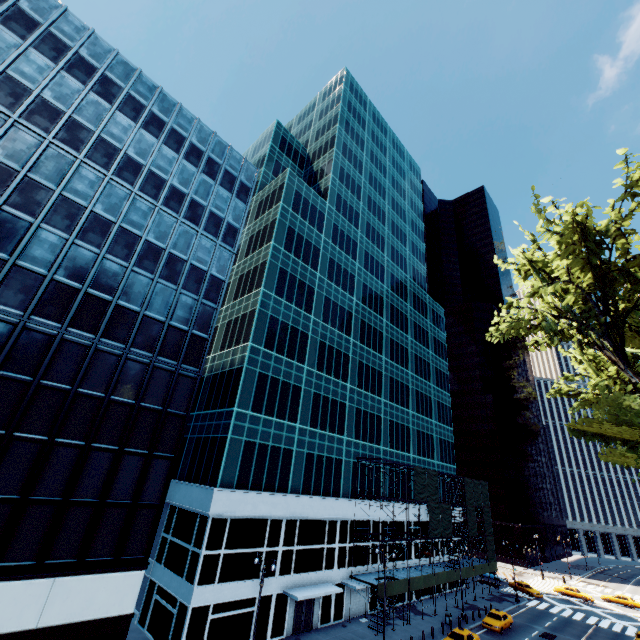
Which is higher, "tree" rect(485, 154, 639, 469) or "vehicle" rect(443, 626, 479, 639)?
"tree" rect(485, 154, 639, 469)

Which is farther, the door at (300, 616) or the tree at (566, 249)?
the door at (300, 616)

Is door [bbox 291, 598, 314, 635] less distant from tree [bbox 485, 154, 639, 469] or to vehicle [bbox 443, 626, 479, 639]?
vehicle [bbox 443, 626, 479, 639]

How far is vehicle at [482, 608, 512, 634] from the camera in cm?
3483

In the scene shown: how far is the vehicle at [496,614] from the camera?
34.8 meters

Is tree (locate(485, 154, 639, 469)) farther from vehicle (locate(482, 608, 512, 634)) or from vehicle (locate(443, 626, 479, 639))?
vehicle (locate(482, 608, 512, 634))

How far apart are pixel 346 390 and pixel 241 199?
26.56m

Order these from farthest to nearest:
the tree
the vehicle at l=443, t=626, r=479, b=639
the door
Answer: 1. the vehicle at l=443, t=626, r=479, b=639
2. the door
3. the tree
